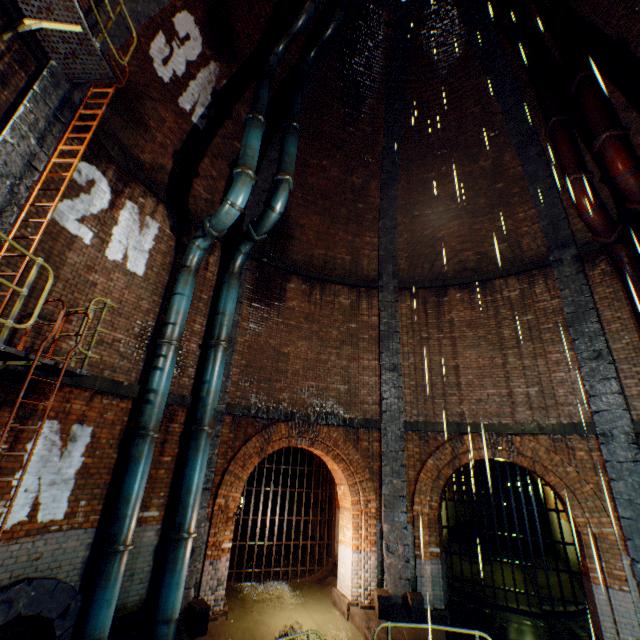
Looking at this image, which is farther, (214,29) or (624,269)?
(214,29)

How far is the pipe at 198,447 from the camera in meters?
6.8

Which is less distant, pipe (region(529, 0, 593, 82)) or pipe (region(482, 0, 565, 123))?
pipe (region(529, 0, 593, 82))

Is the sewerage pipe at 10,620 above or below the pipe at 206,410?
below

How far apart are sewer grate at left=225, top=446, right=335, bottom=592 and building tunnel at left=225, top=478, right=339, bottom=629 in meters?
0.0 m

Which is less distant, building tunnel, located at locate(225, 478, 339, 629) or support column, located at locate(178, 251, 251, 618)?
support column, located at locate(178, 251, 251, 618)

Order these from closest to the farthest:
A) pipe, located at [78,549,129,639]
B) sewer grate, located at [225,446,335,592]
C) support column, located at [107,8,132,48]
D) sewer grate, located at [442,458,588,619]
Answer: pipe, located at [78,549,129,639]
support column, located at [107,8,132,48]
sewer grate, located at [442,458,588,619]
sewer grate, located at [225,446,335,592]

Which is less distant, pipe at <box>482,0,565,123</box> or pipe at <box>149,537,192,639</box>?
pipe at <box>149,537,192,639</box>
